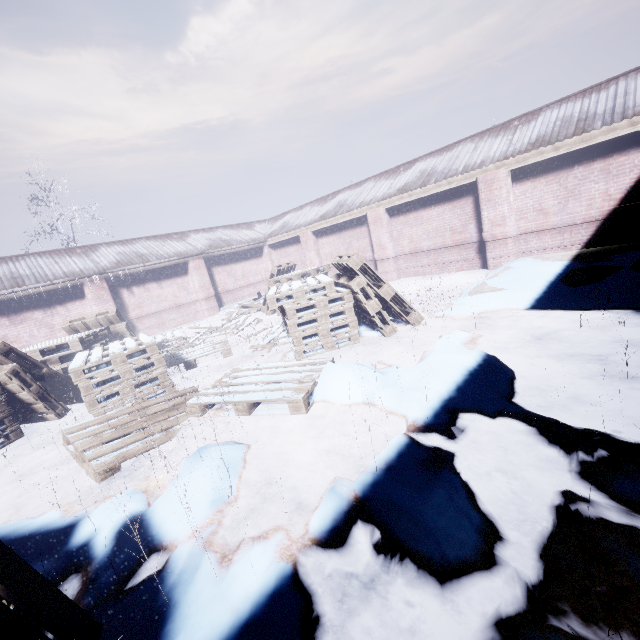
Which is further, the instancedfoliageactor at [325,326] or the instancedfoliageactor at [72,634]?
the instancedfoliageactor at [325,326]

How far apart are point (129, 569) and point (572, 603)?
2.1 meters

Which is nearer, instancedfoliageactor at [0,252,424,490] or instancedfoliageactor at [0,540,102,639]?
instancedfoliageactor at [0,540,102,639]
